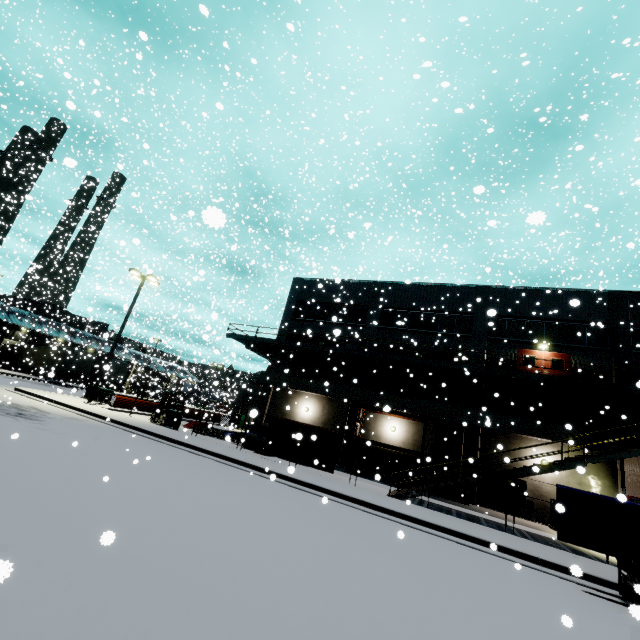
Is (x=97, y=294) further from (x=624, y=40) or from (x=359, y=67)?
(x=624, y=40)

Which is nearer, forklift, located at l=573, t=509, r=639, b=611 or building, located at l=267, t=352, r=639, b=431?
forklift, located at l=573, t=509, r=639, b=611

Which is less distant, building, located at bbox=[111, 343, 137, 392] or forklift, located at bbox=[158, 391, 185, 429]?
forklift, located at bbox=[158, 391, 185, 429]

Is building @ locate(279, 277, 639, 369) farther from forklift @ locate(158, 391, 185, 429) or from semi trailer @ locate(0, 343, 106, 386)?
forklift @ locate(158, 391, 185, 429)

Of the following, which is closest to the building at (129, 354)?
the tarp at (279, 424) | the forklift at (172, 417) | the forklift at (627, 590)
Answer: the tarp at (279, 424)

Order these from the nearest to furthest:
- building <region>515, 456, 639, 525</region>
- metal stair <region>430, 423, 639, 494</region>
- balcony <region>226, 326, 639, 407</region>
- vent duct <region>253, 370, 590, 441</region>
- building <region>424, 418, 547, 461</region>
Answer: metal stair <region>430, 423, 639, 494</region> < building <region>515, 456, 639, 525</region> < balcony <region>226, 326, 639, 407</region> < vent duct <region>253, 370, 590, 441</region> < building <region>424, 418, 547, 461</region>

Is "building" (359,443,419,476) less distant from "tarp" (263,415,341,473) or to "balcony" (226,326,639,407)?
"balcony" (226,326,639,407)

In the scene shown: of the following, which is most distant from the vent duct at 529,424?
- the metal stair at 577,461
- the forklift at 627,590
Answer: the forklift at 627,590
